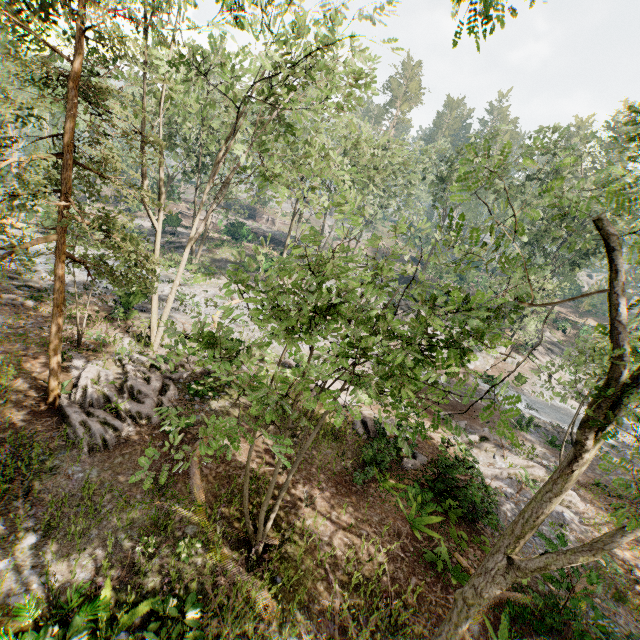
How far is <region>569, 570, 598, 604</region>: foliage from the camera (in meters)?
8.48

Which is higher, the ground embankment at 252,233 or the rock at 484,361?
the ground embankment at 252,233

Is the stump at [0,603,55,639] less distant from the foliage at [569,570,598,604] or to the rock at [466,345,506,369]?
the foliage at [569,570,598,604]

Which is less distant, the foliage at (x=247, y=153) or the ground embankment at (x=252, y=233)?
the foliage at (x=247, y=153)

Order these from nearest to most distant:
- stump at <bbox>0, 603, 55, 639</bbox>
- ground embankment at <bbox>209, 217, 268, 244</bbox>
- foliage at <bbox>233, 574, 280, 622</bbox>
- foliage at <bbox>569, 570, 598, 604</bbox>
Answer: stump at <bbox>0, 603, 55, 639</bbox> → foliage at <bbox>233, 574, 280, 622</bbox> → foliage at <bbox>569, 570, 598, 604</bbox> → ground embankment at <bbox>209, 217, 268, 244</bbox>

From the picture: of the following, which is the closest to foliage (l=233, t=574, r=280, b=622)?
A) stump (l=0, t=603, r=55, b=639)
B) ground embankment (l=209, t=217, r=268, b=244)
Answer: ground embankment (l=209, t=217, r=268, b=244)

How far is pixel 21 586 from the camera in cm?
680
